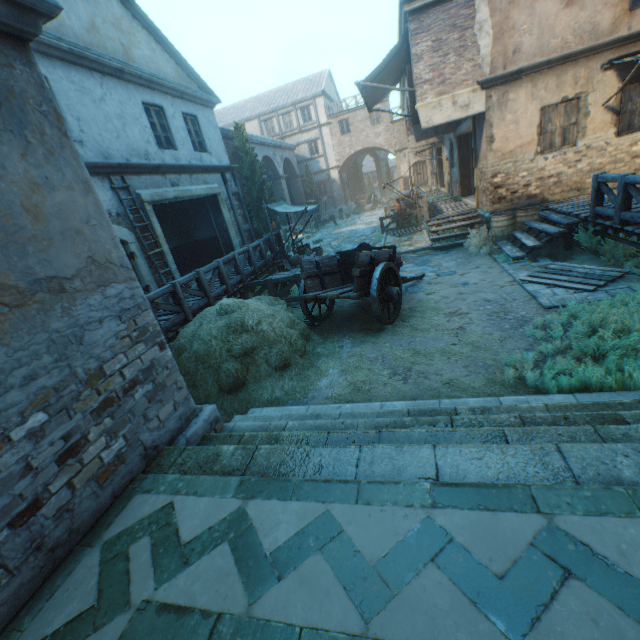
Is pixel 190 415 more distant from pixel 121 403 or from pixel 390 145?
pixel 390 145

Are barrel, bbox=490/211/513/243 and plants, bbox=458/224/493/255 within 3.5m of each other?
yes

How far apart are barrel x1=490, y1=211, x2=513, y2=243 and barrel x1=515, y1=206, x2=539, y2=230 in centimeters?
6cm

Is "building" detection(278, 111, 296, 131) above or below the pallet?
above

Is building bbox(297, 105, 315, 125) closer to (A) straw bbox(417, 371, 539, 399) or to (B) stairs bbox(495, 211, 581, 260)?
(A) straw bbox(417, 371, 539, 399)

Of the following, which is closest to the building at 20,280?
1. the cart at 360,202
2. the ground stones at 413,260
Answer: the ground stones at 413,260

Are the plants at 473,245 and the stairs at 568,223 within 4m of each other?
yes

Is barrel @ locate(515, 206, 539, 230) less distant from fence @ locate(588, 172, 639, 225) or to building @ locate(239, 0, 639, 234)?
building @ locate(239, 0, 639, 234)
